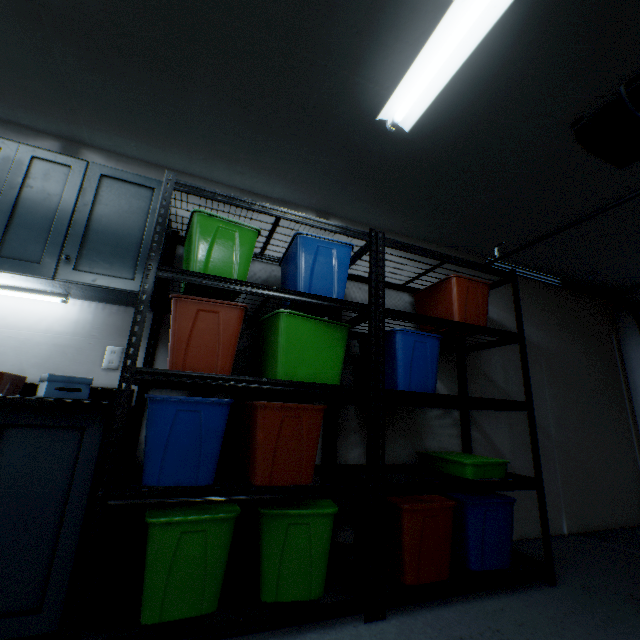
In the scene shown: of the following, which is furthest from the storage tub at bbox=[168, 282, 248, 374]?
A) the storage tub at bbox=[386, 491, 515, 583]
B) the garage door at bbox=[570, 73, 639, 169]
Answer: the garage door at bbox=[570, 73, 639, 169]

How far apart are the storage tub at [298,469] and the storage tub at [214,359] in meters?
0.2

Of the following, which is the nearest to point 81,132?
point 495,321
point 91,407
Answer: point 91,407

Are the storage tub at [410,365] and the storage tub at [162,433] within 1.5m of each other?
yes

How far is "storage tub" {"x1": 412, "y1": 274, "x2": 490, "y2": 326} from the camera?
2.2 meters

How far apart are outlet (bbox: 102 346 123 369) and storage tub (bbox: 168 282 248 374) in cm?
33

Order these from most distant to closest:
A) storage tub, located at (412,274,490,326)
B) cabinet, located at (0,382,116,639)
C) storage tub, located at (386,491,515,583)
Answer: storage tub, located at (412,274,490,326), storage tub, located at (386,491,515,583), cabinet, located at (0,382,116,639)

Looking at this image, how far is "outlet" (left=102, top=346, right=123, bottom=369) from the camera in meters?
1.8 m
